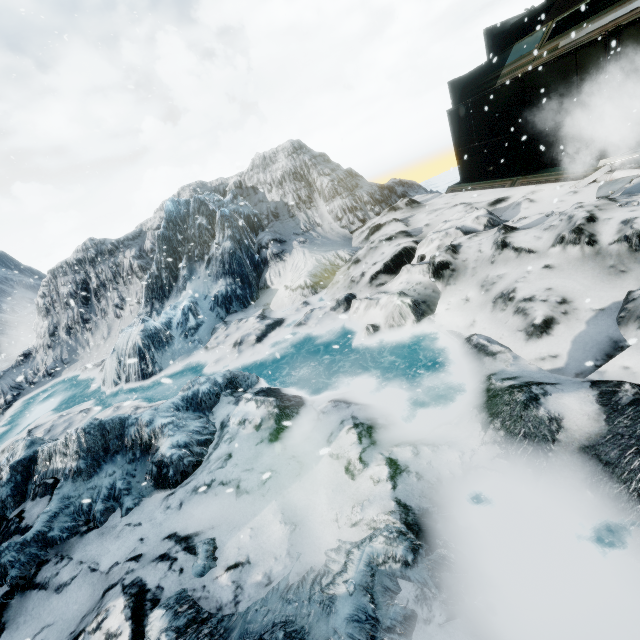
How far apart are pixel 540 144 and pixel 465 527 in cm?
1089
